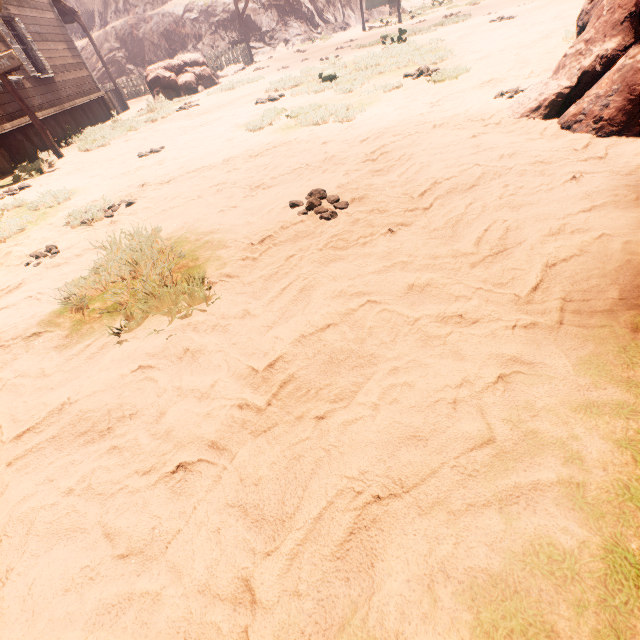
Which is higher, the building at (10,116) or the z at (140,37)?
the z at (140,37)

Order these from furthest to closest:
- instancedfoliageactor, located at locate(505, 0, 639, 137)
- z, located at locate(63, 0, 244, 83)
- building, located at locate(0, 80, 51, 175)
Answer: z, located at locate(63, 0, 244, 83) < building, located at locate(0, 80, 51, 175) < instancedfoliageactor, located at locate(505, 0, 639, 137)

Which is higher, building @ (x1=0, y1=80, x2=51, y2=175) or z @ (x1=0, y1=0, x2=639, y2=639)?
building @ (x1=0, y1=80, x2=51, y2=175)

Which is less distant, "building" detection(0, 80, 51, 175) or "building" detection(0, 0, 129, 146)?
"building" detection(0, 80, 51, 175)

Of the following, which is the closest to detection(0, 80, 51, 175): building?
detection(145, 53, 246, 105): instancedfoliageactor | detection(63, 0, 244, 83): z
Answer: detection(63, 0, 244, 83): z

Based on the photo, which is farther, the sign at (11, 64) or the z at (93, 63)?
the z at (93, 63)

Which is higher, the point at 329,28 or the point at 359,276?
the point at 329,28

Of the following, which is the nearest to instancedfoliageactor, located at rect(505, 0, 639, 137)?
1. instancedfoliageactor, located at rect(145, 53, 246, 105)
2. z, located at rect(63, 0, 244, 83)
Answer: z, located at rect(63, 0, 244, 83)
